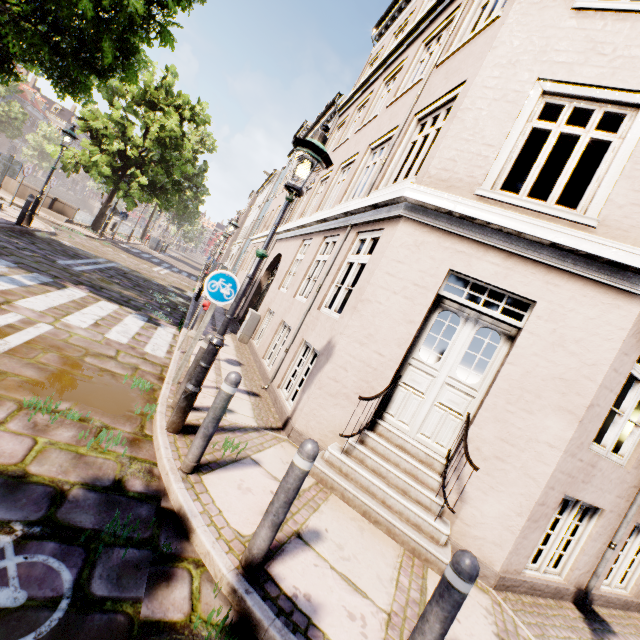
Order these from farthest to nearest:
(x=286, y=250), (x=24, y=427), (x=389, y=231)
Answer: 1. (x=286, y=250)
2. (x=389, y=231)
3. (x=24, y=427)

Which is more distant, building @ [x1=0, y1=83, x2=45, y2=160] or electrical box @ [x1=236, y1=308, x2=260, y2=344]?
building @ [x1=0, y1=83, x2=45, y2=160]

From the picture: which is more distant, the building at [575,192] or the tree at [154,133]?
the tree at [154,133]

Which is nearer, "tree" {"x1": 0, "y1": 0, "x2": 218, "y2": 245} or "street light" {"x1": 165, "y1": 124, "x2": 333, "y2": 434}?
"street light" {"x1": 165, "y1": 124, "x2": 333, "y2": 434}

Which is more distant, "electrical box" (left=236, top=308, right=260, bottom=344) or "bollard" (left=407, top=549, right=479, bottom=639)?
"electrical box" (left=236, top=308, right=260, bottom=344)

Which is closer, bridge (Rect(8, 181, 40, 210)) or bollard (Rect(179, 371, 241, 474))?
bollard (Rect(179, 371, 241, 474))

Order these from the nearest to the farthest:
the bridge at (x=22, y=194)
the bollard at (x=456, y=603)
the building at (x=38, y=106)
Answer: the bollard at (x=456, y=603) → the bridge at (x=22, y=194) → the building at (x=38, y=106)

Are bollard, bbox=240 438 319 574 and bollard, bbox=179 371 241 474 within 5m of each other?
yes
